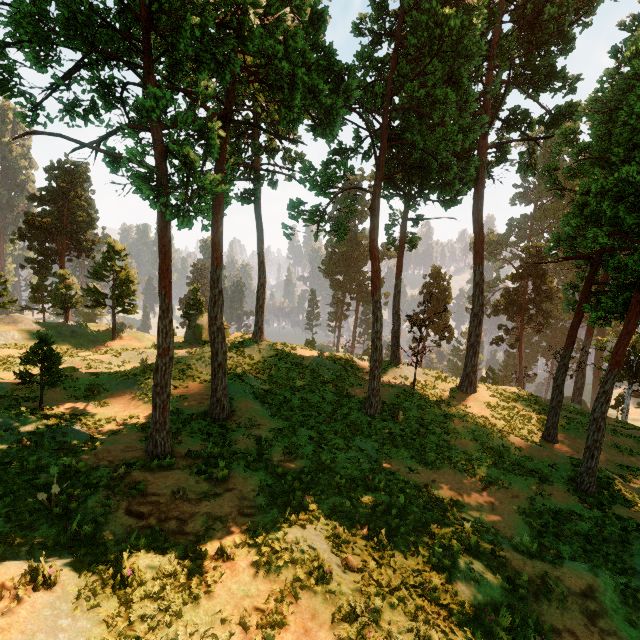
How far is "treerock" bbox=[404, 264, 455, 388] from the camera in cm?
2433

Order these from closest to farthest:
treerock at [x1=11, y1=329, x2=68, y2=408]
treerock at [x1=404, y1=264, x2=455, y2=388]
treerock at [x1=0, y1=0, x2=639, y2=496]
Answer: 1. treerock at [x1=0, y1=0, x2=639, y2=496]
2. treerock at [x1=11, y1=329, x2=68, y2=408]
3. treerock at [x1=404, y1=264, x2=455, y2=388]

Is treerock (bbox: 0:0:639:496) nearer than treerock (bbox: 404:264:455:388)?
Yes

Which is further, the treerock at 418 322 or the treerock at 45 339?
the treerock at 418 322

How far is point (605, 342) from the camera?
39.8m

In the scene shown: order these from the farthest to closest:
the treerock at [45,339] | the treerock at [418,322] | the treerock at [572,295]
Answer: the treerock at [418,322]
the treerock at [45,339]
the treerock at [572,295]
